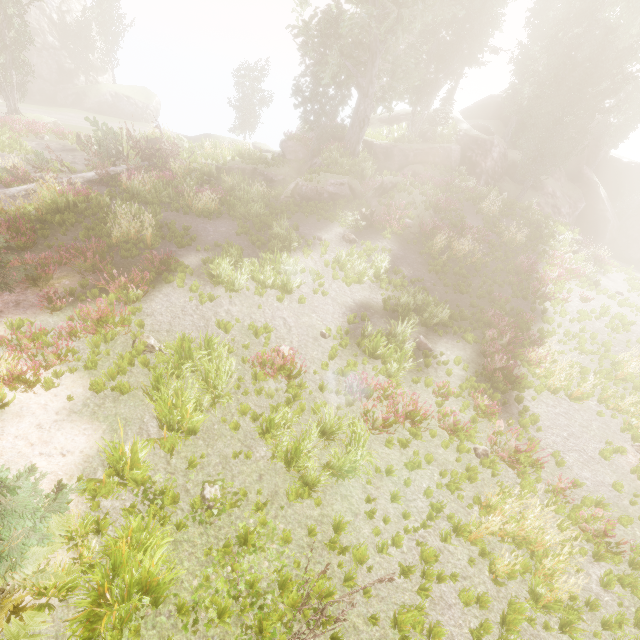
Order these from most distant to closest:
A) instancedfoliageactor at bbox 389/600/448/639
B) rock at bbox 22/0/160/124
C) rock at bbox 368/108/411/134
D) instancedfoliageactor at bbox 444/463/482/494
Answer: rock at bbox 22/0/160/124 → rock at bbox 368/108/411/134 → instancedfoliageactor at bbox 444/463/482/494 → instancedfoliageactor at bbox 389/600/448/639

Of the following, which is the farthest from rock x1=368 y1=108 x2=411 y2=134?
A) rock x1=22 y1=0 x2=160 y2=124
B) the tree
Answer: rock x1=22 y1=0 x2=160 y2=124

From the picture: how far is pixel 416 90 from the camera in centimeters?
2661cm

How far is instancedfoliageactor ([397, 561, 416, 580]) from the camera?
5.67m

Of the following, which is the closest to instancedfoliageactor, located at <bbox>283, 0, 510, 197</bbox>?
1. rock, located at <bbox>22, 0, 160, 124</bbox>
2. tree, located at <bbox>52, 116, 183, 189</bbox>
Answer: rock, located at <bbox>22, 0, 160, 124</bbox>

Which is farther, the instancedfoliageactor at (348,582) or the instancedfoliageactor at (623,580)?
the instancedfoliageactor at (623,580)

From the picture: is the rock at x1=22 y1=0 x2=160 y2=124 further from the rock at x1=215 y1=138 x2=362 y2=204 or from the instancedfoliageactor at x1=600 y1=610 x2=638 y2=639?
the rock at x1=215 y1=138 x2=362 y2=204

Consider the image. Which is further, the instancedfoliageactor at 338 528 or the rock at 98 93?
the rock at 98 93
